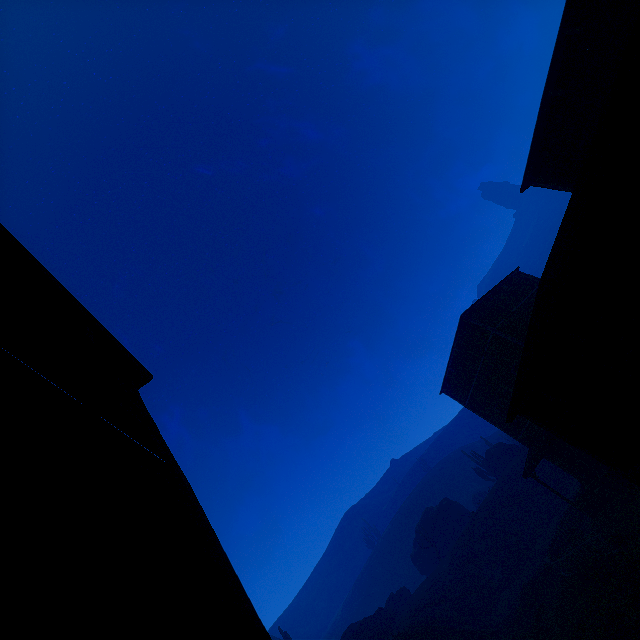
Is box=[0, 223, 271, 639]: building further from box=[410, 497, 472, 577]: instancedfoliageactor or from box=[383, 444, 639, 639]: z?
box=[410, 497, 472, 577]: instancedfoliageactor

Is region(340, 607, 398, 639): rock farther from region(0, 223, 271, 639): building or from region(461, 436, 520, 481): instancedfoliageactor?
region(0, 223, 271, 639): building

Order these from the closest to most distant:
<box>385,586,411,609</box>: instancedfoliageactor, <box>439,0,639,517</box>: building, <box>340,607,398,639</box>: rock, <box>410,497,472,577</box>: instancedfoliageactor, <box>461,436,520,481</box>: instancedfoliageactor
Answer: <box>439,0,639,517</box>: building < <box>340,607,398,639</box>: rock < <box>385,586,411,609</box>: instancedfoliageactor < <box>410,497,472,577</box>: instancedfoliageactor < <box>461,436,520,481</box>: instancedfoliageactor

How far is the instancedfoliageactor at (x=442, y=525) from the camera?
43.00m

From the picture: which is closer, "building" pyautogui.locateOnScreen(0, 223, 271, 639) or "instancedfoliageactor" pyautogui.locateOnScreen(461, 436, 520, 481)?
"building" pyautogui.locateOnScreen(0, 223, 271, 639)

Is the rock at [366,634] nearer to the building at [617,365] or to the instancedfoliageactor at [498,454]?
the instancedfoliageactor at [498,454]

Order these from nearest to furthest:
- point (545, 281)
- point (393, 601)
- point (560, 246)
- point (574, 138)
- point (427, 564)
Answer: point (560, 246) → point (545, 281) → point (574, 138) → point (393, 601) → point (427, 564)
